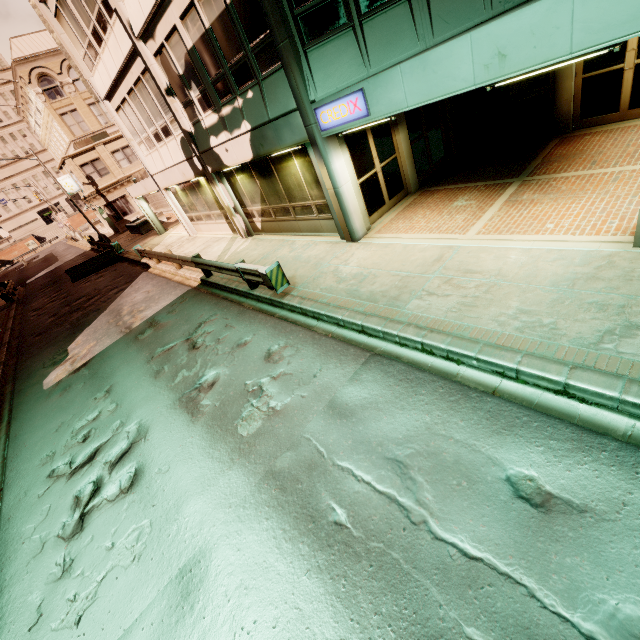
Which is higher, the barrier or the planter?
the planter

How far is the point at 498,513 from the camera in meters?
3.4 m

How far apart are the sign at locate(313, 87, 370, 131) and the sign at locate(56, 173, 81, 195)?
38.41m

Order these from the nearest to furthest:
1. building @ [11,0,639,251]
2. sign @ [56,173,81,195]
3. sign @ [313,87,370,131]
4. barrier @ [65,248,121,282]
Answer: building @ [11,0,639,251] < sign @ [313,87,370,131] < barrier @ [65,248,121,282] < sign @ [56,173,81,195]

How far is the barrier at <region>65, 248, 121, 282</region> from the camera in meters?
23.4 m

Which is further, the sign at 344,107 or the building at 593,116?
the sign at 344,107

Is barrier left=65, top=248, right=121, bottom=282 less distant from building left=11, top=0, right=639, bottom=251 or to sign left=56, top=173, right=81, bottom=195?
building left=11, top=0, right=639, bottom=251

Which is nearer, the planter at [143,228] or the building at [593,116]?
the building at [593,116]
